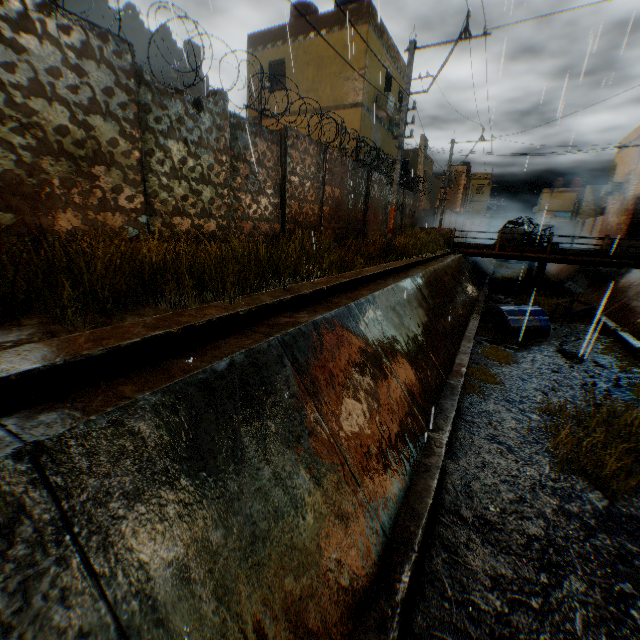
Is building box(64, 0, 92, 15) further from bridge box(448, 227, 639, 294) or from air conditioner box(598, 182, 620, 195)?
bridge box(448, 227, 639, 294)

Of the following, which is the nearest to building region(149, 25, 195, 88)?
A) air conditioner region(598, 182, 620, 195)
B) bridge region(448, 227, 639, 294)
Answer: air conditioner region(598, 182, 620, 195)

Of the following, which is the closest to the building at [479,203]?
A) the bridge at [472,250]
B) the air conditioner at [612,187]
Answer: the air conditioner at [612,187]

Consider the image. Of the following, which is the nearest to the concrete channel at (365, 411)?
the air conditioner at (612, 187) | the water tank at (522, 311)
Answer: the water tank at (522, 311)

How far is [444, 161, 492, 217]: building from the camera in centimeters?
3759cm

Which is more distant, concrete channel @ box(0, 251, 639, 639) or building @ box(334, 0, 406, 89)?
building @ box(334, 0, 406, 89)

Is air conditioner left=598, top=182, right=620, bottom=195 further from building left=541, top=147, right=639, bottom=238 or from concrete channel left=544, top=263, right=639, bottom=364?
concrete channel left=544, top=263, right=639, bottom=364

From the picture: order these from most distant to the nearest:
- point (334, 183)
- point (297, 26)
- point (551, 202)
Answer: point (551, 202), point (297, 26), point (334, 183)
